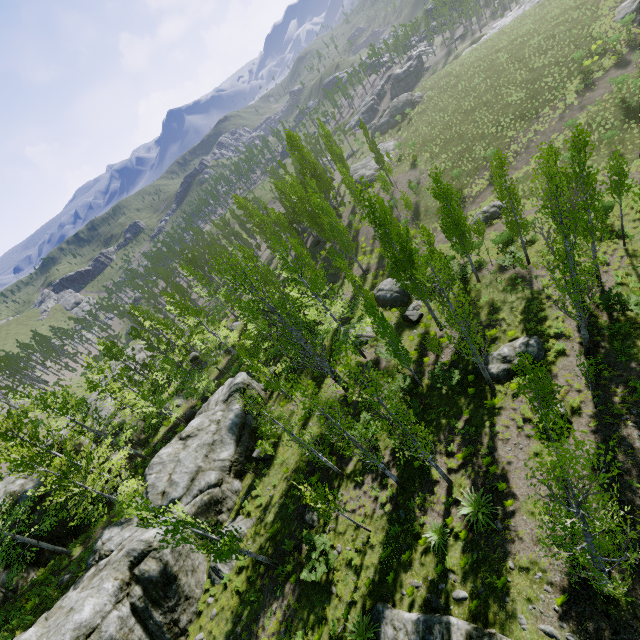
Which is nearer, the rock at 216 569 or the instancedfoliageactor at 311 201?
the instancedfoliageactor at 311 201

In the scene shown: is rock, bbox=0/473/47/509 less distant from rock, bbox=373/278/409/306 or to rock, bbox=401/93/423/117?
rock, bbox=373/278/409/306

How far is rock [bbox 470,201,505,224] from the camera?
31.0m

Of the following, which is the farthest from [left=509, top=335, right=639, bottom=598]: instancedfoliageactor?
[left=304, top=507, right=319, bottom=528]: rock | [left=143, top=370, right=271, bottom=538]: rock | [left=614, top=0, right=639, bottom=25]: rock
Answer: [left=614, top=0, right=639, bottom=25]: rock

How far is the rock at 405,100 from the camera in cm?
5891

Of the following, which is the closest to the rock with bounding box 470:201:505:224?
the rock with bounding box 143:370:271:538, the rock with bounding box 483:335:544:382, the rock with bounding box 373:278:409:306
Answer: the rock with bounding box 373:278:409:306

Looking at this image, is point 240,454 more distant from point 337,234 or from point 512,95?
point 512,95

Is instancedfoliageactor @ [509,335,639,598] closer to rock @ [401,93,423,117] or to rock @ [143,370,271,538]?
rock @ [143,370,271,538]
